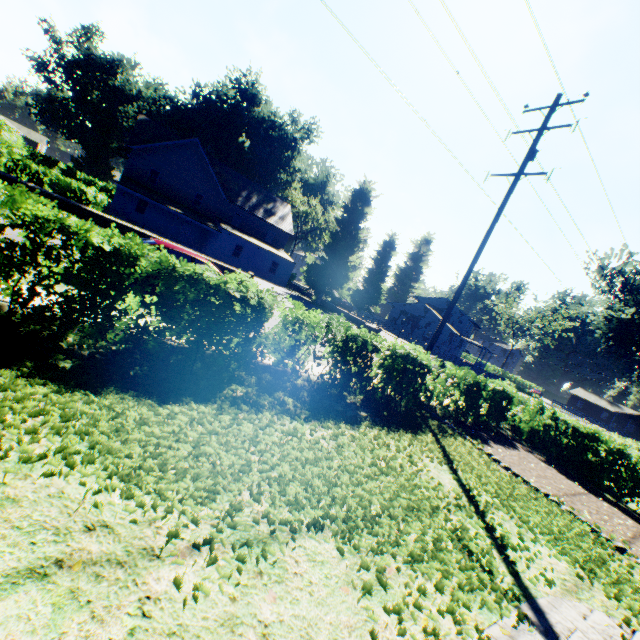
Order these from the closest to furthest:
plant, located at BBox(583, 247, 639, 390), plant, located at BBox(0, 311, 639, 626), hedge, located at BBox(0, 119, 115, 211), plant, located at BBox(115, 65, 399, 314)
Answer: plant, located at BBox(0, 311, 639, 626)
hedge, located at BBox(0, 119, 115, 211)
plant, located at BBox(583, 247, 639, 390)
plant, located at BBox(115, 65, 399, 314)

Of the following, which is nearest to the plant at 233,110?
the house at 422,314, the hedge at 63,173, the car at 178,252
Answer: the house at 422,314

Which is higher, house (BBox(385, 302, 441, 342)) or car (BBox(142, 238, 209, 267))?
house (BBox(385, 302, 441, 342))

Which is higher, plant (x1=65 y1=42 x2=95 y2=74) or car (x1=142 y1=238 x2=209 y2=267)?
plant (x1=65 y1=42 x2=95 y2=74)

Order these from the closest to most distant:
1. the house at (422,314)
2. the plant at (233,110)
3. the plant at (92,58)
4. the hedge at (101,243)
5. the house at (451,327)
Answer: the hedge at (101,243) < the plant at (233,110) < the house at (451,327) < the house at (422,314) < the plant at (92,58)

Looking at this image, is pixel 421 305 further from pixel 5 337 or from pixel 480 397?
pixel 5 337

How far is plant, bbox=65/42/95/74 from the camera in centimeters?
5792cm

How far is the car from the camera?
8.4m
